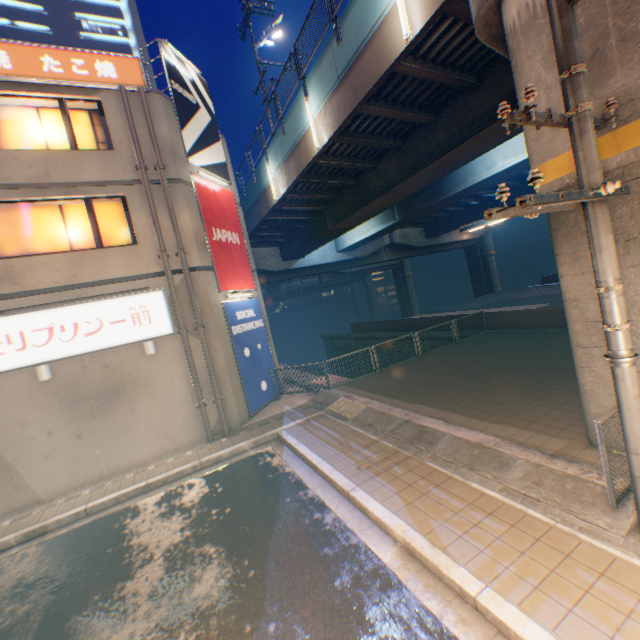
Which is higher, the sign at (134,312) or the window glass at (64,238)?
the window glass at (64,238)

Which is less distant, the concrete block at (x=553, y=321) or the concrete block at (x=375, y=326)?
the concrete block at (x=553, y=321)

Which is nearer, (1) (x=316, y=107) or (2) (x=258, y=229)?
(1) (x=316, y=107)

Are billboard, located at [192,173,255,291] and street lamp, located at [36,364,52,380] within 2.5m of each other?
no

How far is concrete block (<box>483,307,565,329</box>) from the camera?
14.15m

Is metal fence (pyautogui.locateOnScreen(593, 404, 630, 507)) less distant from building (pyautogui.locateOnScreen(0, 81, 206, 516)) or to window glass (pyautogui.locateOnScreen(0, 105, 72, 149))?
building (pyautogui.locateOnScreen(0, 81, 206, 516))

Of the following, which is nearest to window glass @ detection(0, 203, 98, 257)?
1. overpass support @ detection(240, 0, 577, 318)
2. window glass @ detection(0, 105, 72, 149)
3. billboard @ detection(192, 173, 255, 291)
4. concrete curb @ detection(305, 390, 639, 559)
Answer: window glass @ detection(0, 105, 72, 149)

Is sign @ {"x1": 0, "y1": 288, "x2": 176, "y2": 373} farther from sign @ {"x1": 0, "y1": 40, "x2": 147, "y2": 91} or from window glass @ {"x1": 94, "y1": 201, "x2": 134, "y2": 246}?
sign @ {"x1": 0, "y1": 40, "x2": 147, "y2": 91}
